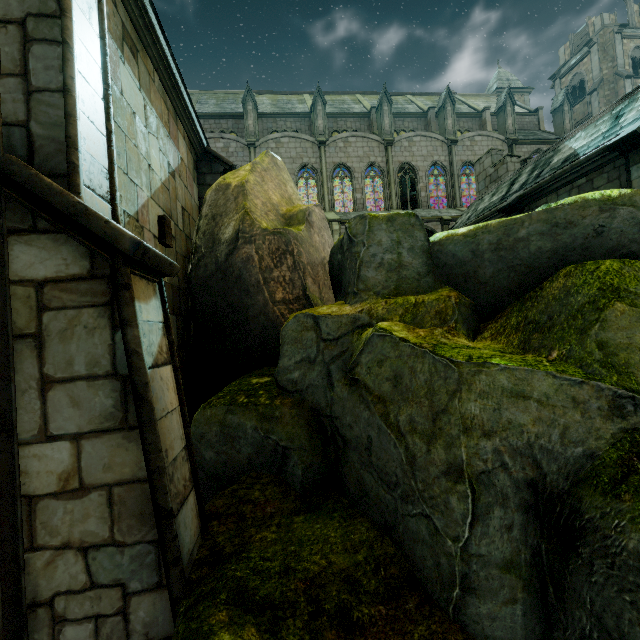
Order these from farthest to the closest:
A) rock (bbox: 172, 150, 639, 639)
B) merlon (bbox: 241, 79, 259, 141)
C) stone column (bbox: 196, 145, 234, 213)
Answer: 1. merlon (bbox: 241, 79, 259, 141)
2. stone column (bbox: 196, 145, 234, 213)
3. rock (bbox: 172, 150, 639, 639)

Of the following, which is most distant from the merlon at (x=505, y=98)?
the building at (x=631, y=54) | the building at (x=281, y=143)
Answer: the building at (x=631, y=54)

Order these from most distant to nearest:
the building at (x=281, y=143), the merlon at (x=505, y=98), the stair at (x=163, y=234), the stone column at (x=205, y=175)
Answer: the merlon at (x=505, y=98) → the building at (x=281, y=143) → the stone column at (x=205, y=175) → the stair at (x=163, y=234)

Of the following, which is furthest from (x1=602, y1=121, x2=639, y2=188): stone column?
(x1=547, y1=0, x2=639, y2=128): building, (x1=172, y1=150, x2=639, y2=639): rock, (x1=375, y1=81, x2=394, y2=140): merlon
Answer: (x1=547, y1=0, x2=639, y2=128): building

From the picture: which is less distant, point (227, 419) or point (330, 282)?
point (227, 419)

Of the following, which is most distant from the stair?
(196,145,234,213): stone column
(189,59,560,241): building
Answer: (189,59,560,241): building

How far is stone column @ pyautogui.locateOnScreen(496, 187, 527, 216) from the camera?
10.7m

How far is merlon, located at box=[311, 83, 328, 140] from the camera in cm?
2784
